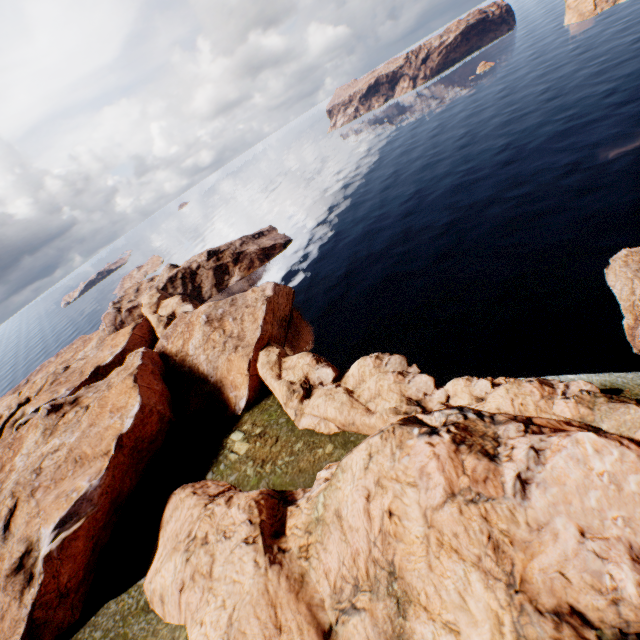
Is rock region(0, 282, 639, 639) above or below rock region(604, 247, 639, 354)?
above

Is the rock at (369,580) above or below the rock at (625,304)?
above

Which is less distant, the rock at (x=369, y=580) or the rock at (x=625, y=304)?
the rock at (x=369, y=580)

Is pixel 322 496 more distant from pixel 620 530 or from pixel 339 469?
pixel 620 530

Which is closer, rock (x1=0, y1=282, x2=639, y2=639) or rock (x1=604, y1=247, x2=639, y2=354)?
rock (x1=0, y1=282, x2=639, y2=639)
